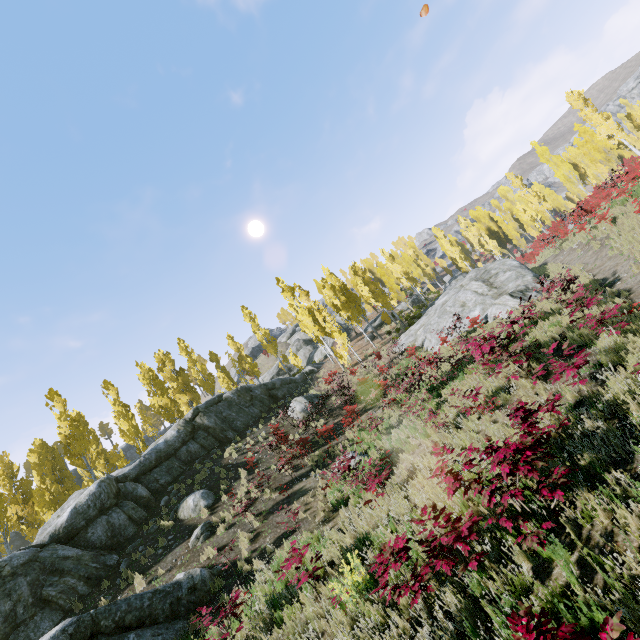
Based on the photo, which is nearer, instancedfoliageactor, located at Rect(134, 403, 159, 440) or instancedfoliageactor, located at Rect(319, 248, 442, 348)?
instancedfoliageactor, located at Rect(319, 248, 442, 348)

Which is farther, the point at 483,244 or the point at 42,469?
the point at 483,244

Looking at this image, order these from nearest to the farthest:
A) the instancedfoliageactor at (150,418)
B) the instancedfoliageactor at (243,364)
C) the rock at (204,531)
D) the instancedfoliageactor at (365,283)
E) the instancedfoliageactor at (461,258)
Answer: the rock at (204,531) → the instancedfoliageactor at (365,283) → the instancedfoliageactor at (150,418) → the instancedfoliageactor at (243,364) → the instancedfoliageactor at (461,258)

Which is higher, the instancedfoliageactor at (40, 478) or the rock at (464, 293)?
the instancedfoliageactor at (40, 478)

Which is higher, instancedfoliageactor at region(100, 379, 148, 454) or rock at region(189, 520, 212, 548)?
instancedfoliageactor at region(100, 379, 148, 454)

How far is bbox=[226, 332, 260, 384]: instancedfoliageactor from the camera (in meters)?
34.53
